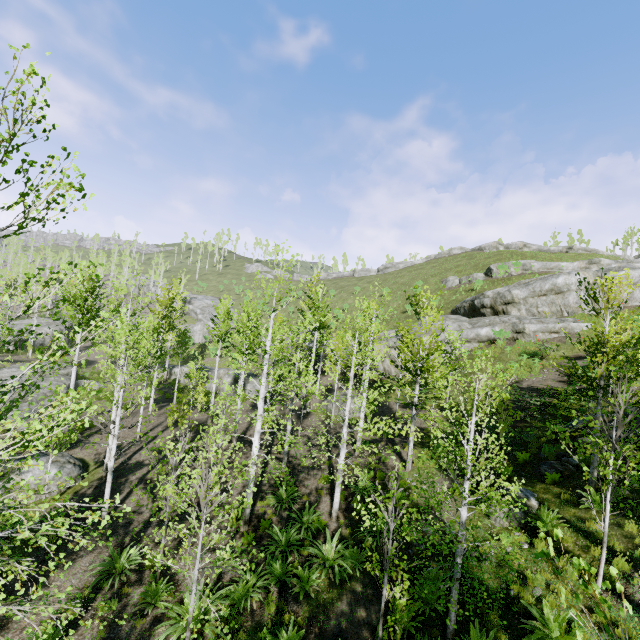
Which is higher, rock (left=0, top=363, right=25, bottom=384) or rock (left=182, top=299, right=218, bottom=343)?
rock (left=182, top=299, right=218, bottom=343)

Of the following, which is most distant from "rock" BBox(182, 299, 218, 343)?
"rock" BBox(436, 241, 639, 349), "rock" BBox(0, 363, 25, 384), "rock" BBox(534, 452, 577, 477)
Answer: "rock" BBox(534, 452, 577, 477)

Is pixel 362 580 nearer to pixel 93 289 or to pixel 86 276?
pixel 93 289

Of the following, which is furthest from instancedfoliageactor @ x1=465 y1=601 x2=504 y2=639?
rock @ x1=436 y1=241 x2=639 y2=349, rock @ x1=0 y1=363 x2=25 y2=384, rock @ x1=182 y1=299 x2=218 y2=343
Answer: rock @ x1=436 y1=241 x2=639 y2=349

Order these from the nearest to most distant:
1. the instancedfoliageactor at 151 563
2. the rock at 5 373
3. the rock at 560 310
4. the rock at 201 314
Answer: the instancedfoliageactor at 151 563 < the rock at 560 310 < the rock at 5 373 < the rock at 201 314

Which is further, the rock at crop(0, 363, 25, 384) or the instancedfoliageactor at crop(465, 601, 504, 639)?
the rock at crop(0, 363, 25, 384)

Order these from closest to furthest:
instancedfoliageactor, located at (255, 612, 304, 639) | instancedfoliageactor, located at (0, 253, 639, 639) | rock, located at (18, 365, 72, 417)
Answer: instancedfoliageactor, located at (0, 253, 639, 639) < instancedfoliageactor, located at (255, 612, 304, 639) < rock, located at (18, 365, 72, 417)

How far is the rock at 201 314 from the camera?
50.6 meters
